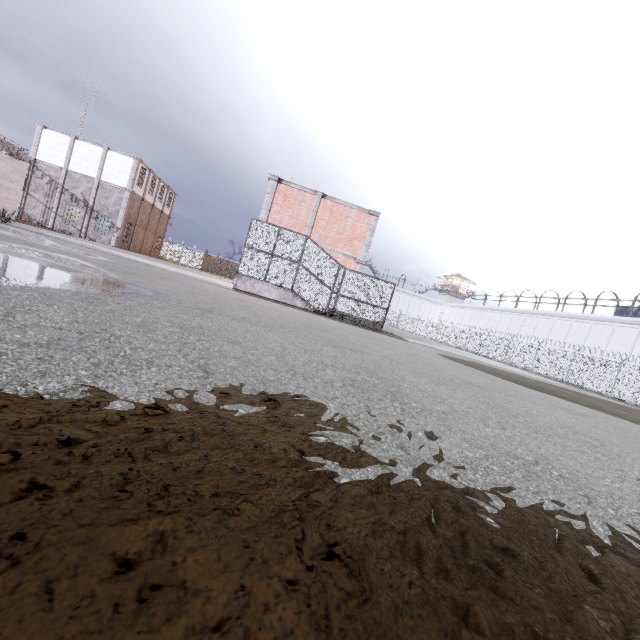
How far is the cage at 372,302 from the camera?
16.8m

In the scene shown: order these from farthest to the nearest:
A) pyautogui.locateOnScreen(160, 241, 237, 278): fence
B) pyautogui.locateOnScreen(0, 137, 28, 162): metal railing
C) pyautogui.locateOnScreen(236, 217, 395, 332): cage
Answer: pyautogui.locateOnScreen(160, 241, 237, 278): fence, pyautogui.locateOnScreen(0, 137, 28, 162): metal railing, pyautogui.locateOnScreen(236, 217, 395, 332): cage

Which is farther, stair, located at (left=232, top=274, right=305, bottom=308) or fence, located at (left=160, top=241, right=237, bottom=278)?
fence, located at (left=160, top=241, right=237, bottom=278)

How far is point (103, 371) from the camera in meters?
1.6 m

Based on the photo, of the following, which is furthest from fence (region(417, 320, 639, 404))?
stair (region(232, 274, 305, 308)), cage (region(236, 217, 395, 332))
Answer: stair (region(232, 274, 305, 308))

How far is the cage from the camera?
16.8m

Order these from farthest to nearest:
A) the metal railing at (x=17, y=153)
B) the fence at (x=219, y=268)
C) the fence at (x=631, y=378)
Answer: the fence at (x=219, y=268)
the fence at (x=631, y=378)
the metal railing at (x=17, y=153)

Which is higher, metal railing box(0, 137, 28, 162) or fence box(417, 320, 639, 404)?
metal railing box(0, 137, 28, 162)
